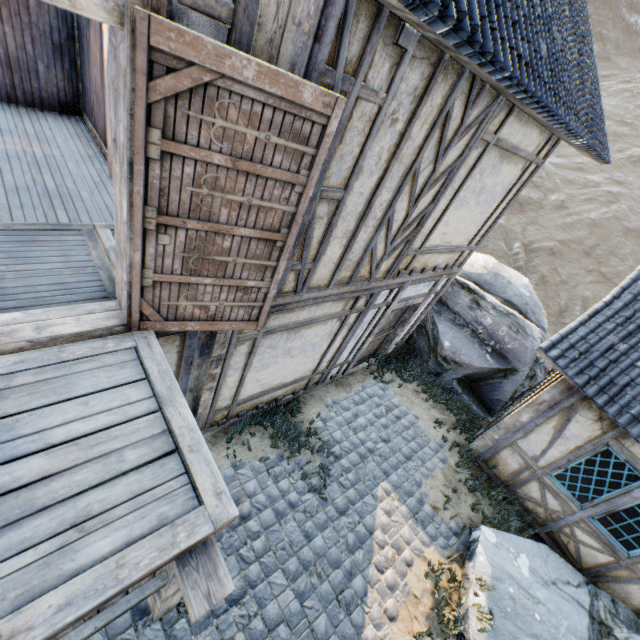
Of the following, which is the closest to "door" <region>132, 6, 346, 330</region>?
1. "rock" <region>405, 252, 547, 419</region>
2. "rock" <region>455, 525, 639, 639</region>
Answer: "rock" <region>455, 525, 639, 639</region>

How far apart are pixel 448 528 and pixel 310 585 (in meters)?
2.87

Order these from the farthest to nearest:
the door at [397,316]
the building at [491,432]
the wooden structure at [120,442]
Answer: the door at [397,316] → the building at [491,432] → the wooden structure at [120,442]

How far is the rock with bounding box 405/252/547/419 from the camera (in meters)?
8.12

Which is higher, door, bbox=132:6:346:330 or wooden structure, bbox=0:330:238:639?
door, bbox=132:6:346:330

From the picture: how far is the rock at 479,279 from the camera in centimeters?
812cm

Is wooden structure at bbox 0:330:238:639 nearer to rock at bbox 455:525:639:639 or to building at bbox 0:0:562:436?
building at bbox 0:0:562:436

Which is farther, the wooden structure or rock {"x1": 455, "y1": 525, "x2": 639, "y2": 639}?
rock {"x1": 455, "y1": 525, "x2": 639, "y2": 639}
